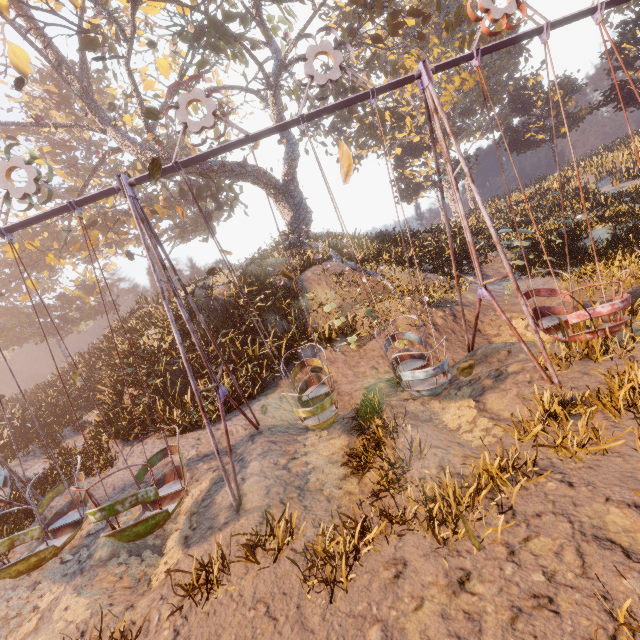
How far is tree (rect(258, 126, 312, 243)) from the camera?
20.25m

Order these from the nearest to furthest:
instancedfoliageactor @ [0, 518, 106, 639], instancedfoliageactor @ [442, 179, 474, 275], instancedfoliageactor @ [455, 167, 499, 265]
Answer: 1. instancedfoliageactor @ [0, 518, 106, 639]
2. instancedfoliageactor @ [442, 179, 474, 275]
3. instancedfoliageactor @ [455, 167, 499, 265]

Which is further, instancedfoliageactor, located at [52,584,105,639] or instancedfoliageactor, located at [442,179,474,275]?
instancedfoliageactor, located at [442,179,474,275]

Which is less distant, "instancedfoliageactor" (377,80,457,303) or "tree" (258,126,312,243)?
"instancedfoliageactor" (377,80,457,303)

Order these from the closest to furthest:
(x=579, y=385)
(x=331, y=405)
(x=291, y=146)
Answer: (x=579, y=385)
(x=331, y=405)
(x=291, y=146)

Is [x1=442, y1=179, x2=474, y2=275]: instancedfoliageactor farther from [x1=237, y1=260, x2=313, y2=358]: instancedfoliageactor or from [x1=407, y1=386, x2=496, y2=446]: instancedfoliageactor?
[x1=407, y1=386, x2=496, y2=446]: instancedfoliageactor

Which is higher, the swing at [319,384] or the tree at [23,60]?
the tree at [23,60]

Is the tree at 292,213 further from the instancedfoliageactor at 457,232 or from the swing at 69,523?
the swing at 69,523
